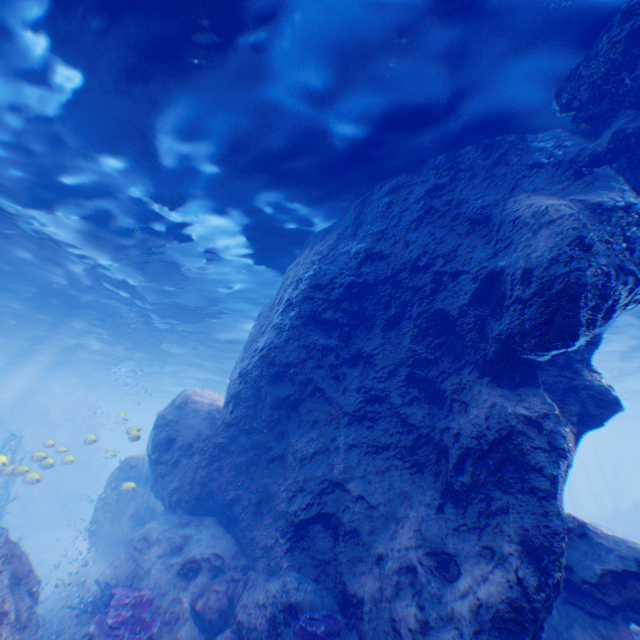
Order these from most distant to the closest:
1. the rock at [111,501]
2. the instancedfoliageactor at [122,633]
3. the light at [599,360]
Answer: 1. the light at [599,360]
2. the instancedfoliageactor at [122,633]
3. the rock at [111,501]

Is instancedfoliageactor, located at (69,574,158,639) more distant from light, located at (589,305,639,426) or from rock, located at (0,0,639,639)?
light, located at (589,305,639,426)

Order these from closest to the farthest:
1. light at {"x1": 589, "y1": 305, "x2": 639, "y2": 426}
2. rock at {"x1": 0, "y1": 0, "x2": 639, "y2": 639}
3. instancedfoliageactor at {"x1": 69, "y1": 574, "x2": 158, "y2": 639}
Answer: rock at {"x1": 0, "y1": 0, "x2": 639, "y2": 639} < instancedfoliageactor at {"x1": 69, "y1": 574, "x2": 158, "y2": 639} < light at {"x1": 589, "y1": 305, "x2": 639, "y2": 426}

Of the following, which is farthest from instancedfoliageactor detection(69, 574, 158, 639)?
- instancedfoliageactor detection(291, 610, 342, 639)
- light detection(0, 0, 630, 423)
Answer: instancedfoliageactor detection(291, 610, 342, 639)

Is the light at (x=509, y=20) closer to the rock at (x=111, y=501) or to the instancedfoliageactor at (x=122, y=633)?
the rock at (x=111, y=501)

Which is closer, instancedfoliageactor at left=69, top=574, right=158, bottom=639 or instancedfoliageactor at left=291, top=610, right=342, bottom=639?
instancedfoliageactor at left=291, top=610, right=342, bottom=639

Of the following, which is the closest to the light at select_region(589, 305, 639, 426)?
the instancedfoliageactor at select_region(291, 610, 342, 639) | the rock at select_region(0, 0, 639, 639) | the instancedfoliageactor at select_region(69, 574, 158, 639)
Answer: the rock at select_region(0, 0, 639, 639)

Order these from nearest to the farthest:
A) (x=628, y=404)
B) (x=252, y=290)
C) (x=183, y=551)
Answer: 1. (x=183, y=551)
2. (x=252, y=290)
3. (x=628, y=404)
